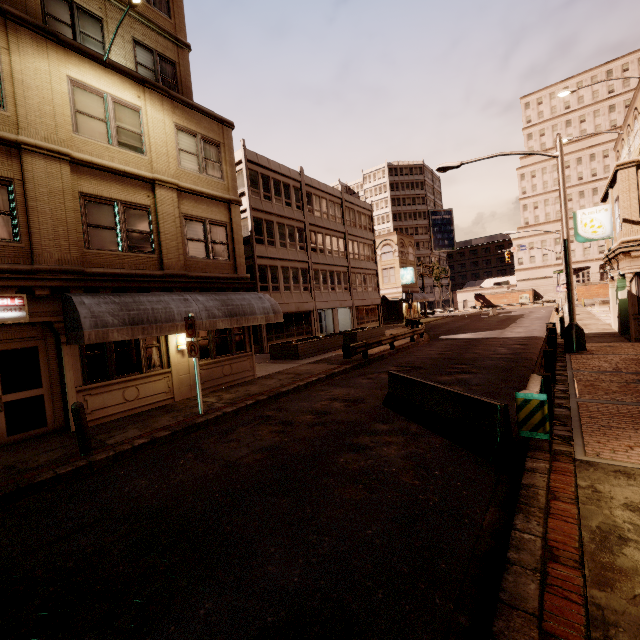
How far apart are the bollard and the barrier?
7.33m

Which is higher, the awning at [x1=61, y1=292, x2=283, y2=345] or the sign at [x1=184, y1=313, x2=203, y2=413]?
the awning at [x1=61, y1=292, x2=283, y2=345]

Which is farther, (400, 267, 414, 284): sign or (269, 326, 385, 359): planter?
(400, 267, 414, 284): sign

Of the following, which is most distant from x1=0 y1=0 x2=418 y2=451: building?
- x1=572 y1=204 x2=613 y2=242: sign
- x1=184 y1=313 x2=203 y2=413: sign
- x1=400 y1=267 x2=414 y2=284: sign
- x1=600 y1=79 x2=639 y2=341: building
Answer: x1=400 y1=267 x2=414 y2=284: sign

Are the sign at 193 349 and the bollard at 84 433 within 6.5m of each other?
yes

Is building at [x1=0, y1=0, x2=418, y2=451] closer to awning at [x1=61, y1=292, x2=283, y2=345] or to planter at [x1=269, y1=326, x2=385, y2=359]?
awning at [x1=61, y1=292, x2=283, y2=345]

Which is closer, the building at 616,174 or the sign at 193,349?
the sign at 193,349

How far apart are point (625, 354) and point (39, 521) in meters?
18.0 m
